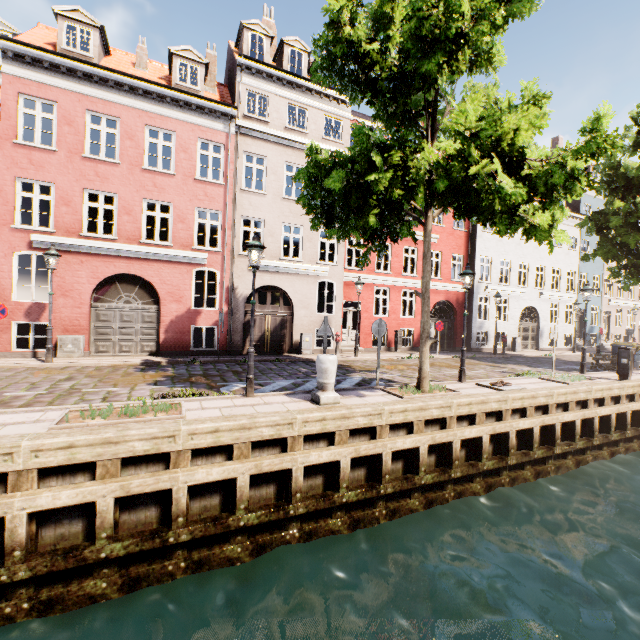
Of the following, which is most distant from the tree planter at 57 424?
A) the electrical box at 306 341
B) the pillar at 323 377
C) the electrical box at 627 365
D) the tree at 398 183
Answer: the electrical box at 627 365

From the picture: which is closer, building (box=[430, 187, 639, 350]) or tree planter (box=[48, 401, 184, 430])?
tree planter (box=[48, 401, 184, 430])

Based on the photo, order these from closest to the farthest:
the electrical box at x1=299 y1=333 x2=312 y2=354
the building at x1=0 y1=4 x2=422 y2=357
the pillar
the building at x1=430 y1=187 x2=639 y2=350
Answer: the pillar < the building at x1=0 y1=4 x2=422 y2=357 < the electrical box at x1=299 y1=333 x2=312 y2=354 < the building at x1=430 y1=187 x2=639 y2=350

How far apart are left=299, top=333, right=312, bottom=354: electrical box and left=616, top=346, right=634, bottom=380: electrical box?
12.3m

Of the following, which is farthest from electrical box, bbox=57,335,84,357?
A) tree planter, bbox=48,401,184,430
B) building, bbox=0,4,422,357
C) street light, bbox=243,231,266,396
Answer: building, bbox=0,4,422,357

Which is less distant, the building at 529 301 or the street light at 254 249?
the street light at 254 249

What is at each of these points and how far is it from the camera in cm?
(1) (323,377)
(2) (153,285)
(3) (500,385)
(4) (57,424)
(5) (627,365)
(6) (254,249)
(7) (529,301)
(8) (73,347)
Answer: (1) pillar, 721
(2) building, 1359
(3) boat ring, 966
(4) tree planter, 528
(5) electrical box, 1201
(6) street light, 742
(7) building, 2394
(8) electrical box, 1202

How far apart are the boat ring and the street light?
7.0 meters
